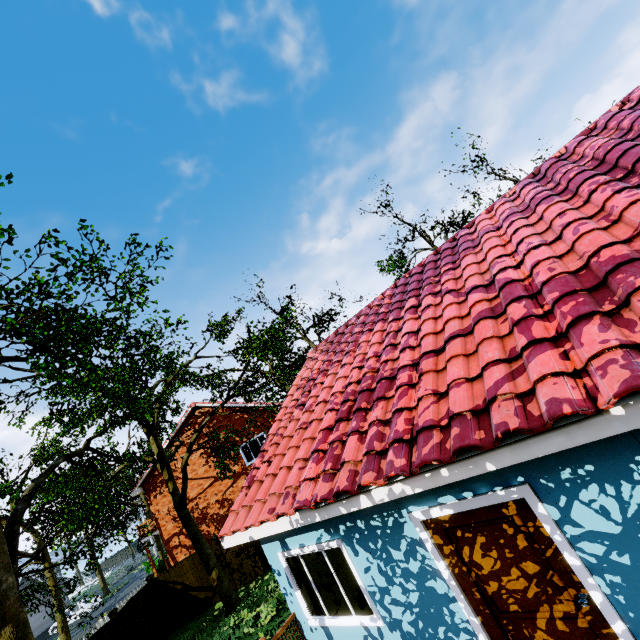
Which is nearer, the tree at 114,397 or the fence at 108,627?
the tree at 114,397

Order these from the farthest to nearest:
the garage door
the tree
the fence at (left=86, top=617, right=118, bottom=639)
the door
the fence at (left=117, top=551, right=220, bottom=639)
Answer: the garage door
the fence at (left=117, top=551, right=220, bottom=639)
the fence at (left=86, top=617, right=118, bottom=639)
the tree
the door

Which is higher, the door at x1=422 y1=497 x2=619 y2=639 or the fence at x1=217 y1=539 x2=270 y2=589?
the door at x1=422 y1=497 x2=619 y2=639

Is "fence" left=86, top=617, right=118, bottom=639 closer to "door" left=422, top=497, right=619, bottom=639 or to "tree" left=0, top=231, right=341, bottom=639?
"tree" left=0, top=231, right=341, bottom=639

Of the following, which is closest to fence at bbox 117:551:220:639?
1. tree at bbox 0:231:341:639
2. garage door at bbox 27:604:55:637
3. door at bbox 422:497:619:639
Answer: tree at bbox 0:231:341:639

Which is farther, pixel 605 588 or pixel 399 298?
pixel 399 298

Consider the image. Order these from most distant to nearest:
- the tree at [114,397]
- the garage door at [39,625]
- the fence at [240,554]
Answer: the garage door at [39,625] < the fence at [240,554] < the tree at [114,397]

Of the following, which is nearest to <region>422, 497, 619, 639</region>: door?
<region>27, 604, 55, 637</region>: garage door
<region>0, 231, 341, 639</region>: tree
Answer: <region>0, 231, 341, 639</region>: tree
